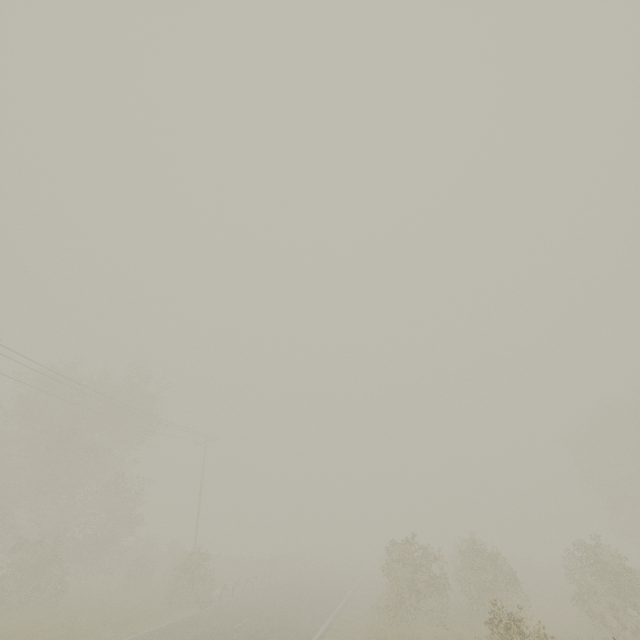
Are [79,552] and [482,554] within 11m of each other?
no

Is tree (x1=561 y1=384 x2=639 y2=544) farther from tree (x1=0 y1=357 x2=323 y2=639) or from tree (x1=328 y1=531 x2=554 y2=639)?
tree (x1=0 y1=357 x2=323 y2=639)

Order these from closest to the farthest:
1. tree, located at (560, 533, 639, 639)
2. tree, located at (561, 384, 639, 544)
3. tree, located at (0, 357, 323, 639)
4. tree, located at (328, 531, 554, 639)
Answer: tree, located at (328, 531, 554, 639) → tree, located at (560, 533, 639, 639) → tree, located at (0, 357, 323, 639) → tree, located at (561, 384, 639, 544)

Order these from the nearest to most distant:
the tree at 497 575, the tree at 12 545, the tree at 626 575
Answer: the tree at 497 575
the tree at 626 575
the tree at 12 545

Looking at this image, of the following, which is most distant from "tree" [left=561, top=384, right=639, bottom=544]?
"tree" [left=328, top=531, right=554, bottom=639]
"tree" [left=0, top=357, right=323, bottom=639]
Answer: "tree" [left=0, top=357, right=323, bottom=639]

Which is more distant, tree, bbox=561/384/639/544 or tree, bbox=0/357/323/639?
tree, bbox=561/384/639/544

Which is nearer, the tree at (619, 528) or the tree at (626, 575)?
the tree at (626, 575)
